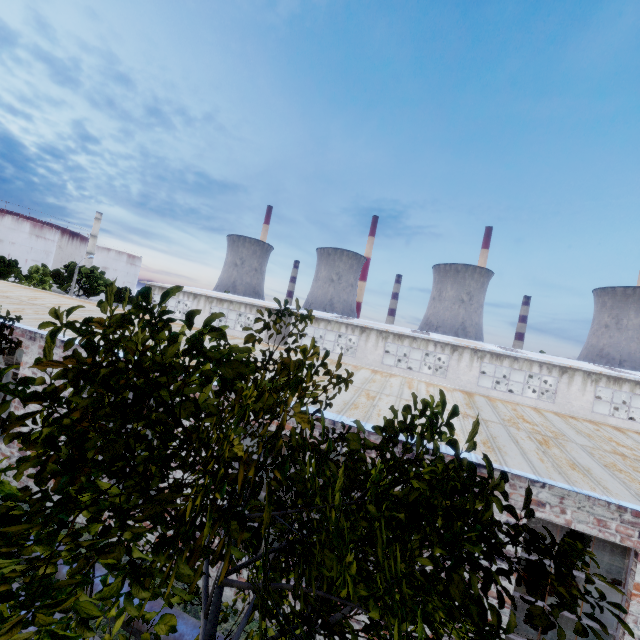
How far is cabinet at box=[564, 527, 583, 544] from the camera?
12.9 meters

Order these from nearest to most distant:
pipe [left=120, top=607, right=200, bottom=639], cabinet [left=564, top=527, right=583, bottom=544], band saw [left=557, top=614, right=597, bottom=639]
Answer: pipe [left=120, top=607, right=200, bottom=639], band saw [left=557, top=614, right=597, bottom=639], cabinet [left=564, top=527, right=583, bottom=544]

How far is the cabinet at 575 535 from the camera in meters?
12.9

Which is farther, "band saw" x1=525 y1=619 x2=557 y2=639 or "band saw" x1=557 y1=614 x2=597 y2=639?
"band saw" x1=525 y1=619 x2=557 y2=639

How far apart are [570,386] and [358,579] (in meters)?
29.65

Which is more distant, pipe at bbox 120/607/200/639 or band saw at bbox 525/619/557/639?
band saw at bbox 525/619/557/639

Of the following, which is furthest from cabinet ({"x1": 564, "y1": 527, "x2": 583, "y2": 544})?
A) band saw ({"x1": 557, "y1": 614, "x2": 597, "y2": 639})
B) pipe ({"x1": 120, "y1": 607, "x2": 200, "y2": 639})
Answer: pipe ({"x1": 120, "y1": 607, "x2": 200, "y2": 639})

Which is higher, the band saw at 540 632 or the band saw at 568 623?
the band saw at 568 623
